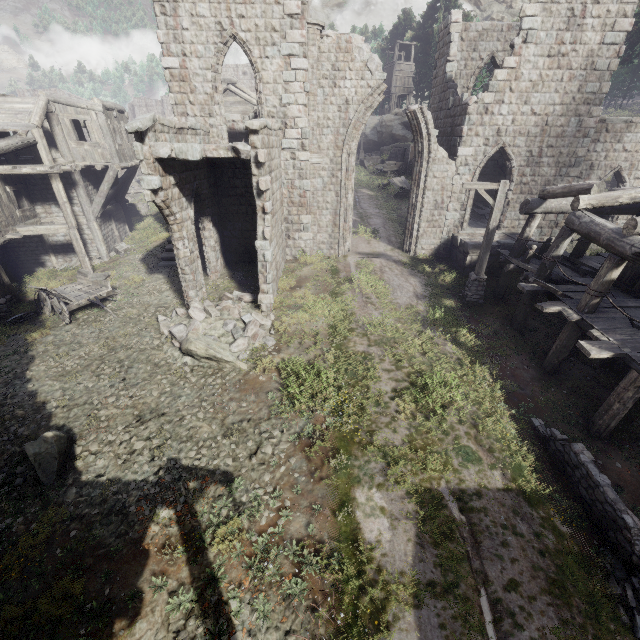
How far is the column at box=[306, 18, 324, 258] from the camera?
12.98m

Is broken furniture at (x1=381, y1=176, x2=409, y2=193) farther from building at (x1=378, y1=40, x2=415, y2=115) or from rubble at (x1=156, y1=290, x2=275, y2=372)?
building at (x1=378, y1=40, x2=415, y2=115)

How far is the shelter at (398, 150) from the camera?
34.62m

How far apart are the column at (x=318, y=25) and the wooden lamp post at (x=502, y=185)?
6.7 meters

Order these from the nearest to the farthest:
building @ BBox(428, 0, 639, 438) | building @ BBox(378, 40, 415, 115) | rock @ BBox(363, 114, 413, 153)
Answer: building @ BBox(428, 0, 639, 438)
rock @ BBox(363, 114, 413, 153)
building @ BBox(378, 40, 415, 115)

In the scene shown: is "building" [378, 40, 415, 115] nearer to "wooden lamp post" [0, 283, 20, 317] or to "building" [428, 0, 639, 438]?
"building" [428, 0, 639, 438]

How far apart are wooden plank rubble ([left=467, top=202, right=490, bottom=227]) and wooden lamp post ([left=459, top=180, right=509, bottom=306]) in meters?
5.4 m

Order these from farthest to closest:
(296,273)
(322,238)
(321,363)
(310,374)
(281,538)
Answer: (322,238)
(296,273)
(321,363)
(310,374)
(281,538)
